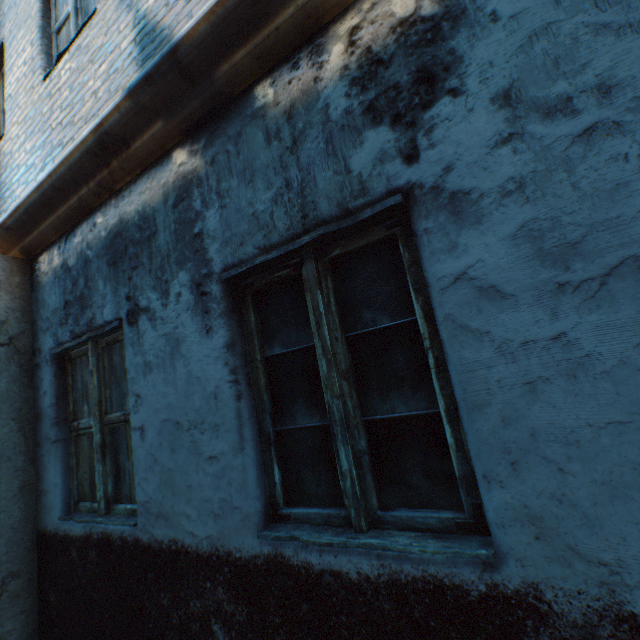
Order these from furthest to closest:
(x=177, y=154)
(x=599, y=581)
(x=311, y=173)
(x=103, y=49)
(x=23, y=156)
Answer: (x=23, y=156)
(x=103, y=49)
(x=177, y=154)
(x=311, y=173)
(x=599, y=581)
